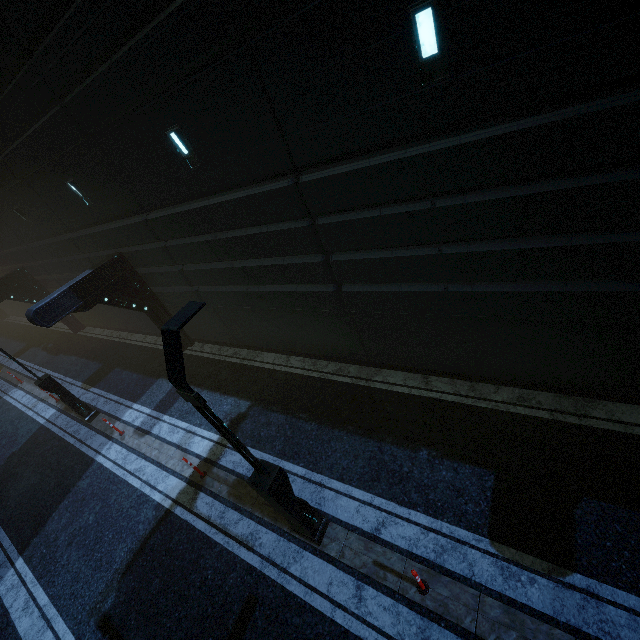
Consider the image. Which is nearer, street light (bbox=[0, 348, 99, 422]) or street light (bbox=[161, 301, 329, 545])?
street light (bbox=[161, 301, 329, 545])

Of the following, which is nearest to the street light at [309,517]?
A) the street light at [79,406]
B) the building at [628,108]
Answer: the building at [628,108]

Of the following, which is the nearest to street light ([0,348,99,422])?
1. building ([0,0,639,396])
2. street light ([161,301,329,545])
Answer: building ([0,0,639,396])

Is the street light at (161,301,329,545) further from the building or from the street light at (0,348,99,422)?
the street light at (0,348,99,422)

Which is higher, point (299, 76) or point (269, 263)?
point (299, 76)
